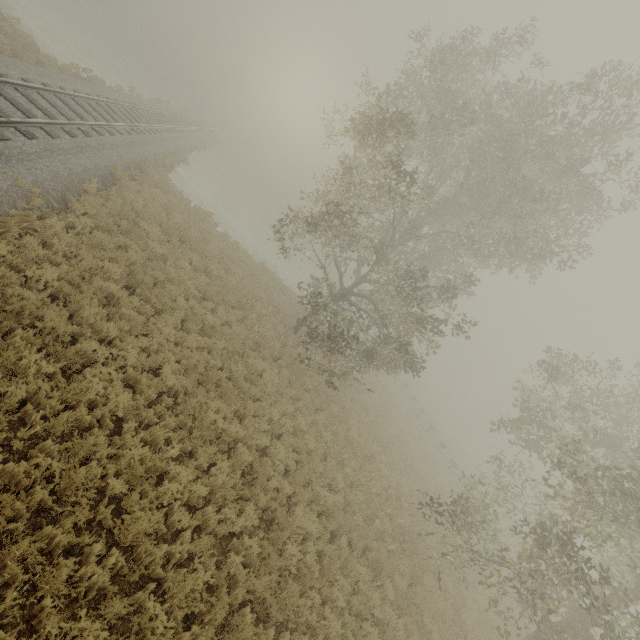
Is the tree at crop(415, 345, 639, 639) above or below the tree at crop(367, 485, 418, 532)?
above

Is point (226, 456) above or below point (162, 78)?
above

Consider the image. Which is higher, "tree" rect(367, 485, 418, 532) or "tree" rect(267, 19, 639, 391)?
"tree" rect(267, 19, 639, 391)

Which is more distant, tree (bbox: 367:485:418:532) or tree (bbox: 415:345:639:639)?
tree (bbox: 367:485:418:532)

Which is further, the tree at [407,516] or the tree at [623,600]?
the tree at [407,516]

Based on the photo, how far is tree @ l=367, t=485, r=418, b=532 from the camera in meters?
11.4
